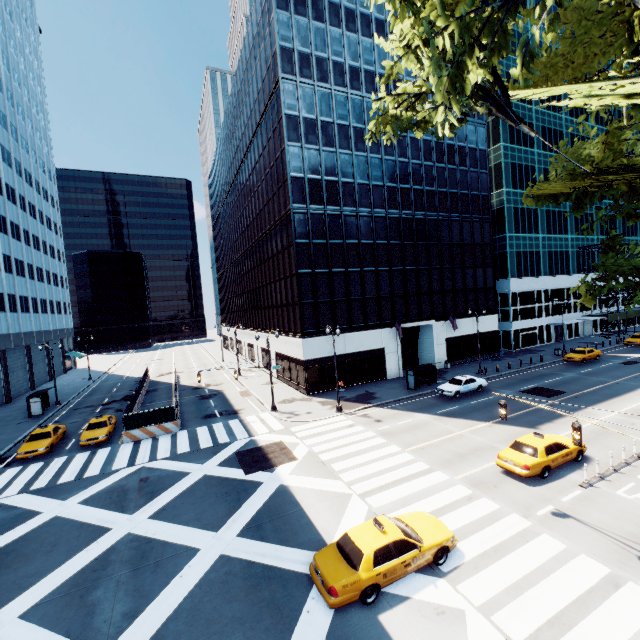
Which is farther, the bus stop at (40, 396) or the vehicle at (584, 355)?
the vehicle at (584, 355)

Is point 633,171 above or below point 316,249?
below

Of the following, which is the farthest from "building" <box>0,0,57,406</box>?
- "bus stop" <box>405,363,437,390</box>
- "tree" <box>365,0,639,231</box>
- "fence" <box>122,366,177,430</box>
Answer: "bus stop" <box>405,363,437,390</box>

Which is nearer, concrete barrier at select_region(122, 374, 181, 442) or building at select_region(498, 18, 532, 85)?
concrete barrier at select_region(122, 374, 181, 442)

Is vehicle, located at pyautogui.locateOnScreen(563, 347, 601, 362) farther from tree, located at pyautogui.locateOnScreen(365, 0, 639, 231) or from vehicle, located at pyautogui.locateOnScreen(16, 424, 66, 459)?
vehicle, located at pyautogui.locateOnScreen(16, 424, 66, 459)

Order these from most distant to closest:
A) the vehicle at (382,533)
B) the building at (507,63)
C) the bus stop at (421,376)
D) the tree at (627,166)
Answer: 1. the building at (507,63)
2. the bus stop at (421,376)
3. the vehicle at (382,533)
4. the tree at (627,166)

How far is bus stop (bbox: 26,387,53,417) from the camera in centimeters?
3362cm

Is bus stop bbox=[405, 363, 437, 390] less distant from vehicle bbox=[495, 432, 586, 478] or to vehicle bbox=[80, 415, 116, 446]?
vehicle bbox=[495, 432, 586, 478]
